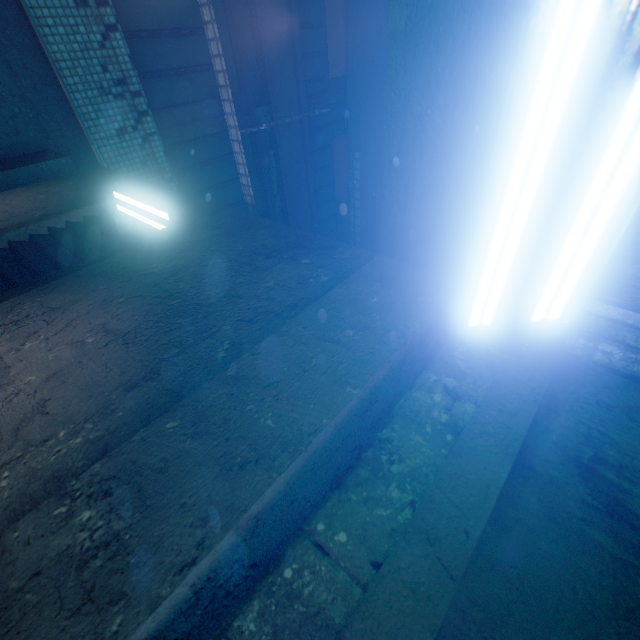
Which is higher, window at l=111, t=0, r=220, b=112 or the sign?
window at l=111, t=0, r=220, b=112

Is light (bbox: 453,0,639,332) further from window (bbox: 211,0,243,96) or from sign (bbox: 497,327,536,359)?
window (bbox: 211,0,243,96)

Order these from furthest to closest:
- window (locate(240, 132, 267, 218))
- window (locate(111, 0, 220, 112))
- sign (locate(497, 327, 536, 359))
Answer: window (locate(240, 132, 267, 218)), window (locate(111, 0, 220, 112)), sign (locate(497, 327, 536, 359))

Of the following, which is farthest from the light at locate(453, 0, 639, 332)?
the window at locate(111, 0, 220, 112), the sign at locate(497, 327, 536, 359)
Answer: the window at locate(111, 0, 220, 112)

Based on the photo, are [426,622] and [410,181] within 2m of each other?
yes

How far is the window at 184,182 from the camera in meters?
4.9 m

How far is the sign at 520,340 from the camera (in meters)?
0.89
